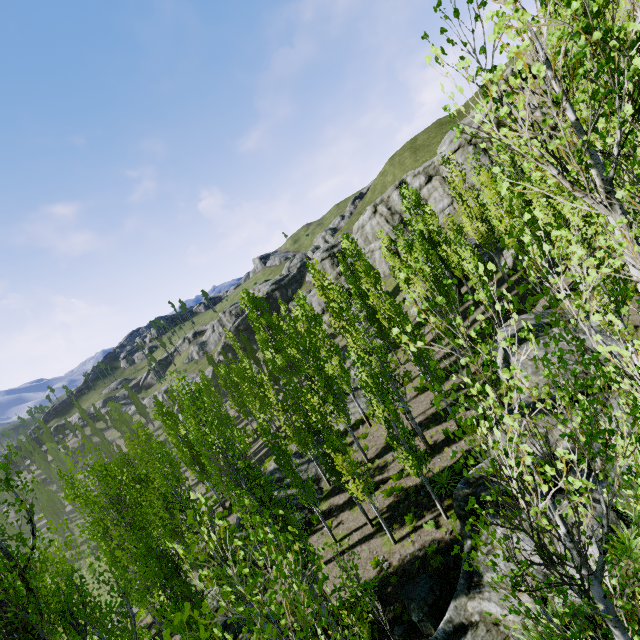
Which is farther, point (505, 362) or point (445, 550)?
point (505, 362)

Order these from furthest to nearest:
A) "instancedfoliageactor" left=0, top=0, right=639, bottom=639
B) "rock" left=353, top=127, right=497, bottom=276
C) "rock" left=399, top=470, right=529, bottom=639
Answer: "rock" left=353, top=127, right=497, bottom=276
"rock" left=399, top=470, right=529, bottom=639
"instancedfoliageactor" left=0, top=0, right=639, bottom=639

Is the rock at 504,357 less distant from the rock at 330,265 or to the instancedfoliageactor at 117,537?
the instancedfoliageactor at 117,537

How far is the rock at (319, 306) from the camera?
54.81m

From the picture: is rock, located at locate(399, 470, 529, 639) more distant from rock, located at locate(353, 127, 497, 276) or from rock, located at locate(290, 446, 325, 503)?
rock, located at locate(353, 127, 497, 276)

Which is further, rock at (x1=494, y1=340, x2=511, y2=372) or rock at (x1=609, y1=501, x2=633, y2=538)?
rock at (x1=494, y1=340, x2=511, y2=372)

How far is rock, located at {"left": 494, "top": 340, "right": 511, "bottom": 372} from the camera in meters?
16.8 m
